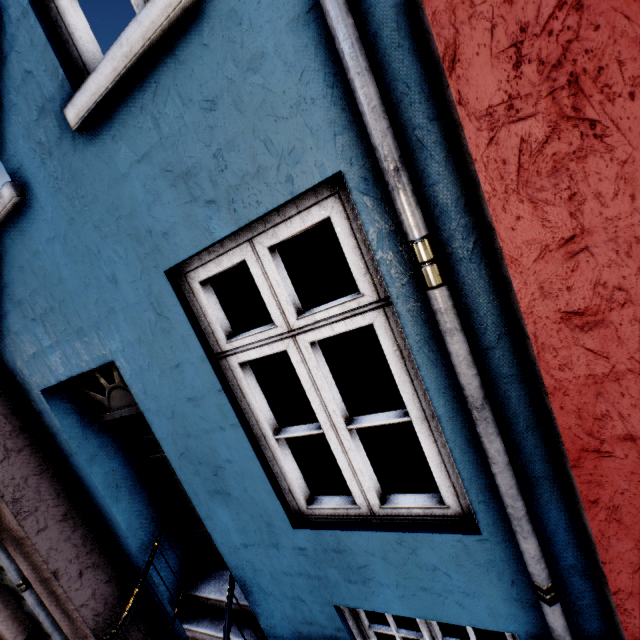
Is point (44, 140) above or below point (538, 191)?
above
